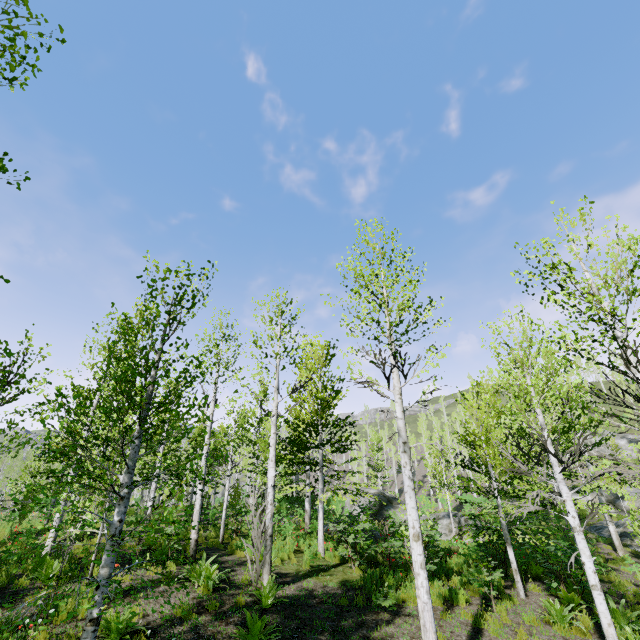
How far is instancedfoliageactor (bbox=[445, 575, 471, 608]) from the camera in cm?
905

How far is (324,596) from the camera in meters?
8.7

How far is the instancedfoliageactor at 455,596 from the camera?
9.0 meters

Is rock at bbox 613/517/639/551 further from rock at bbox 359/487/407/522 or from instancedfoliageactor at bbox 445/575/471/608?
rock at bbox 359/487/407/522

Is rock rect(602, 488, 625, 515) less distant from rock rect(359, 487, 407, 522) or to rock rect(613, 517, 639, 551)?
rock rect(613, 517, 639, 551)

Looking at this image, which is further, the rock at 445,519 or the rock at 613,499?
the rock at 613,499

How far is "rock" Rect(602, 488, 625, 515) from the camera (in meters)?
30.30

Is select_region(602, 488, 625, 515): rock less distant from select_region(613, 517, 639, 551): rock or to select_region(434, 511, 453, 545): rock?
select_region(613, 517, 639, 551): rock
